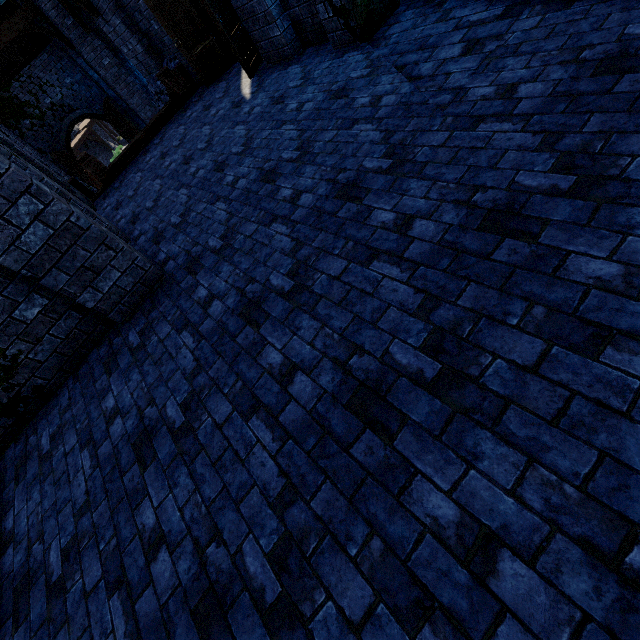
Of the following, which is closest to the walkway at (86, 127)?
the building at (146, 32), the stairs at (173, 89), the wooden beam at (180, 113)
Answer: the building at (146, 32)

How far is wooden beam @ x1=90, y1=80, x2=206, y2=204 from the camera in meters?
→ 8.0

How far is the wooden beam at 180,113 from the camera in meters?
8.0 m

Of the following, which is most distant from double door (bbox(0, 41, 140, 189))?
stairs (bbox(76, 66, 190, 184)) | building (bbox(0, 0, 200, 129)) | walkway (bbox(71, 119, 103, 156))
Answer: walkway (bbox(71, 119, 103, 156))

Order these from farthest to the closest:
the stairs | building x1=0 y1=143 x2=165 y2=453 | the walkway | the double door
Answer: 1. the walkway
2. the double door
3. the stairs
4. building x1=0 y1=143 x2=165 y2=453

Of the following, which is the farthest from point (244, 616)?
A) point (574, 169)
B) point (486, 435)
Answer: point (574, 169)

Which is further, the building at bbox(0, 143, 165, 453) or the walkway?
the walkway

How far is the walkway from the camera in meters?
32.0
